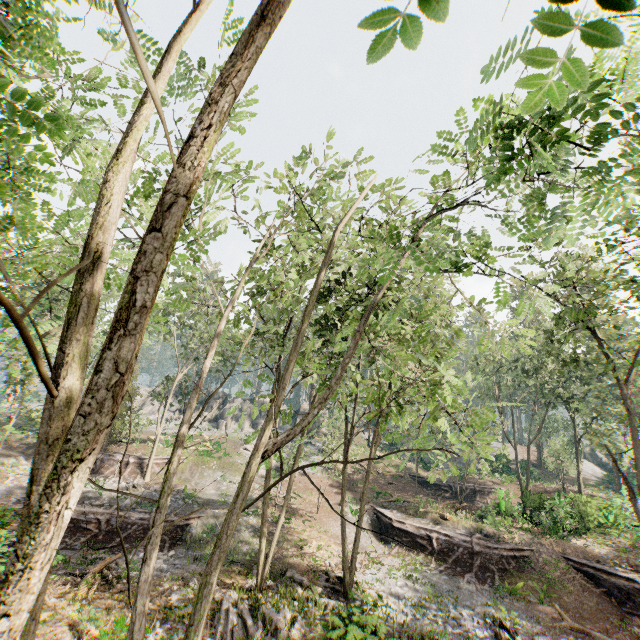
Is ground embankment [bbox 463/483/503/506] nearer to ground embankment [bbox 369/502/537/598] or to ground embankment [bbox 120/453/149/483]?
ground embankment [bbox 369/502/537/598]

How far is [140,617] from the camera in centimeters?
407cm

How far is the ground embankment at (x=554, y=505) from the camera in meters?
23.8

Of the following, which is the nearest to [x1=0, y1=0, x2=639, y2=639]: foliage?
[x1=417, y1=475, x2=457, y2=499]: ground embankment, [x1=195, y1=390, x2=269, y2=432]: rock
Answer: [x1=195, y1=390, x2=269, y2=432]: rock

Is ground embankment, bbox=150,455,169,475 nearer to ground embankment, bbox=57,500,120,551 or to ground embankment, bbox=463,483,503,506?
ground embankment, bbox=57,500,120,551

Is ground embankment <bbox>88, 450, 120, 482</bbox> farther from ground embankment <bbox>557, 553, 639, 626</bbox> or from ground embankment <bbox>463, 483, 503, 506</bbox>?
ground embankment <bbox>557, 553, 639, 626</bbox>

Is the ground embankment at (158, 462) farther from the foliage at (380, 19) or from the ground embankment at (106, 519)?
the ground embankment at (106, 519)

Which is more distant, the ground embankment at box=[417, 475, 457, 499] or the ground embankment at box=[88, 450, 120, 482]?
the ground embankment at box=[417, 475, 457, 499]
